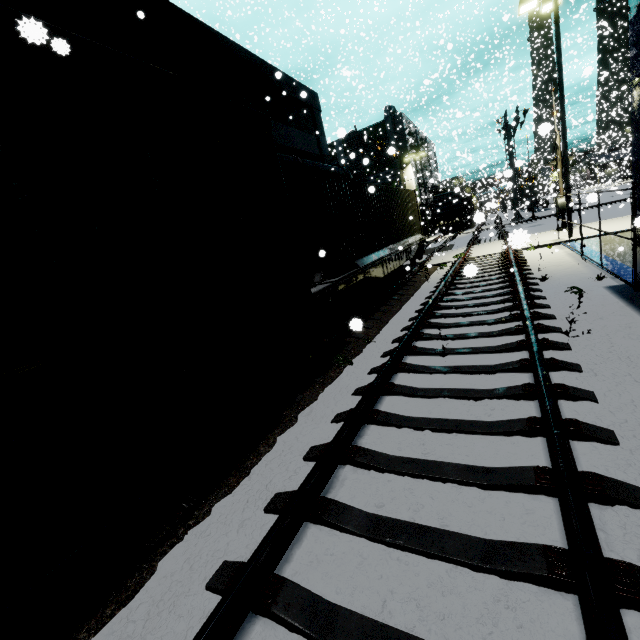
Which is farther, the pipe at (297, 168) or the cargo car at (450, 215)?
the cargo car at (450, 215)

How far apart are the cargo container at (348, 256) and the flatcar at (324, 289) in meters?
0.0

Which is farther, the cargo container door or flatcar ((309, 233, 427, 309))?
the cargo container door

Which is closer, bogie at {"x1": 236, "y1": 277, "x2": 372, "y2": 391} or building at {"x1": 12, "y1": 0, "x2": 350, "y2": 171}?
bogie at {"x1": 236, "y1": 277, "x2": 372, "y2": 391}

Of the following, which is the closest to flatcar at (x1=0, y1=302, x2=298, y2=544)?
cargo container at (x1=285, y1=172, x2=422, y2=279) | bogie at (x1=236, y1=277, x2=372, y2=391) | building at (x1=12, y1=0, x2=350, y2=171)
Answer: bogie at (x1=236, y1=277, x2=372, y2=391)

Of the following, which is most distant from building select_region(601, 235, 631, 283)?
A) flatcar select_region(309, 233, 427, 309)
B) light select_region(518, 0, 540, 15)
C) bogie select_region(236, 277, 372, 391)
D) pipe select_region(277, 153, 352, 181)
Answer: bogie select_region(236, 277, 372, 391)

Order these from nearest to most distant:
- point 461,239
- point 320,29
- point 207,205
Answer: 1. point 207,205
2. point 320,29
3. point 461,239

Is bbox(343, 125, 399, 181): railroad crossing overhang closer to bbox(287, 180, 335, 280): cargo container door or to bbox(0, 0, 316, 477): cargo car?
bbox(0, 0, 316, 477): cargo car
